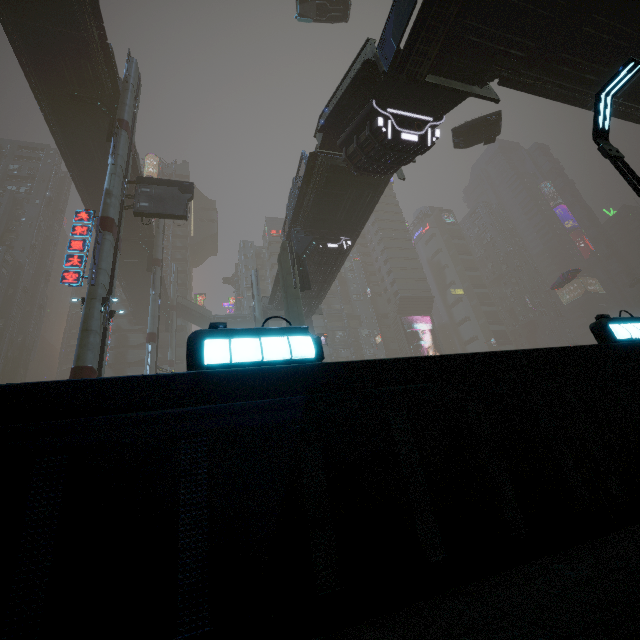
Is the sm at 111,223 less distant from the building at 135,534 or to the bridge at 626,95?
the building at 135,534

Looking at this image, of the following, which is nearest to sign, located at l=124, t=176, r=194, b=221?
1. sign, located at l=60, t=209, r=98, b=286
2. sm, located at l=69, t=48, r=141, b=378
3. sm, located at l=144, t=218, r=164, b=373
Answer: sm, located at l=69, t=48, r=141, b=378

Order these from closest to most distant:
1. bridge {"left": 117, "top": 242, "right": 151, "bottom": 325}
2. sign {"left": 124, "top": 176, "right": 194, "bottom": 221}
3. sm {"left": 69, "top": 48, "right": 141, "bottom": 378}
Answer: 1. sm {"left": 69, "top": 48, "right": 141, "bottom": 378}
2. sign {"left": 124, "top": 176, "right": 194, "bottom": 221}
3. bridge {"left": 117, "top": 242, "right": 151, "bottom": 325}

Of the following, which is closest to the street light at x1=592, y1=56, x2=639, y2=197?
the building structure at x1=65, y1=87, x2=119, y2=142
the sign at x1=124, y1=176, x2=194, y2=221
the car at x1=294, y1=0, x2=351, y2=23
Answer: the sign at x1=124, y1=176, x2=194, y2=221

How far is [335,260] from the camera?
25.5m

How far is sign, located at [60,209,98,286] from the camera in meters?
16.7 m

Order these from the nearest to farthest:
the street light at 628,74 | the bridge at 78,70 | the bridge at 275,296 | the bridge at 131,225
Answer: → the street light at 628,74 < the bridge at 78,70 < the bridge at 275,296 < the bridge at 131,225

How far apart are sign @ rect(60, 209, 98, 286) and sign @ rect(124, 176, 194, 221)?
3.7 meters
